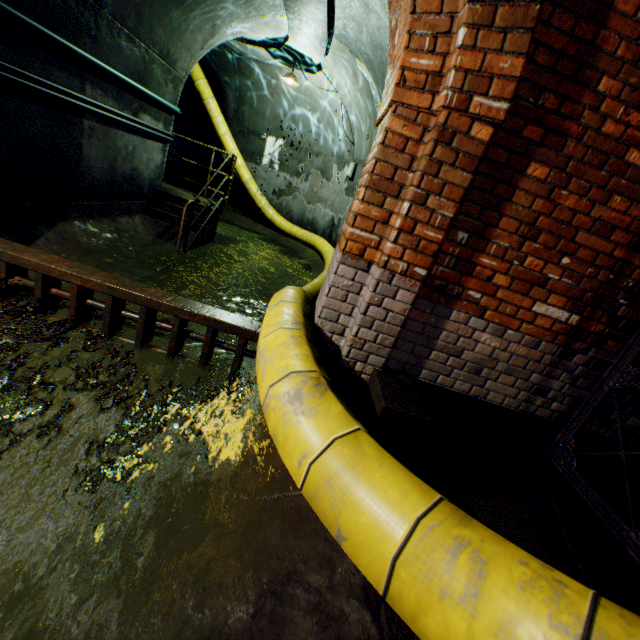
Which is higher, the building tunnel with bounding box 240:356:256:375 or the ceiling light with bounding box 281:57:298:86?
the ceiling light with bounding box 281:57:298:86

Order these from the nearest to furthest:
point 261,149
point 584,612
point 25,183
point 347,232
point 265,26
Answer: point 584,612 < point 347,232 < point 25,183 < point 265,26 < point 261,149

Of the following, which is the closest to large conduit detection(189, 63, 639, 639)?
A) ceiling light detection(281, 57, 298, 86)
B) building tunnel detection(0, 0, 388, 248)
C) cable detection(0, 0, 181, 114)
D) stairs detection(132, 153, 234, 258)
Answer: building tunnel detection(0, 0, 388, 248)

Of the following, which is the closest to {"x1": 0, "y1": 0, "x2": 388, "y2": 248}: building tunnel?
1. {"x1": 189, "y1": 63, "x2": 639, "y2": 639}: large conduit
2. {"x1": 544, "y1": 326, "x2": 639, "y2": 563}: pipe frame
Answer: {"x1": 189, "y1": 63, "x2": 639, "y2": 639}: large conduit

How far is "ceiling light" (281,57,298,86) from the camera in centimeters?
760cm

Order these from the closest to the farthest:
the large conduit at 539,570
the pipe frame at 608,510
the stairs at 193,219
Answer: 1. the large conduit at 539,570
2. the pipe frame at 608,510
3. the stairs at 193,219

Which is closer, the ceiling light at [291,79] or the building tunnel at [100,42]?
the building tunnel at [100,42]

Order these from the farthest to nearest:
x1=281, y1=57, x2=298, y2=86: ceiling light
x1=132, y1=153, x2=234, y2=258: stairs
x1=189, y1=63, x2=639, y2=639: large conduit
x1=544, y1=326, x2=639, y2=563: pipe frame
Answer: x1=281, y1=57, x2=298, y2=86: ceiling light → x1=132, y1=153, x2=234, y2=258: stairs → x1=544, y1=326, x2=639, y2=563: pipe frame → x1=189, y1=63, x2=639, y2=639: large conduit
